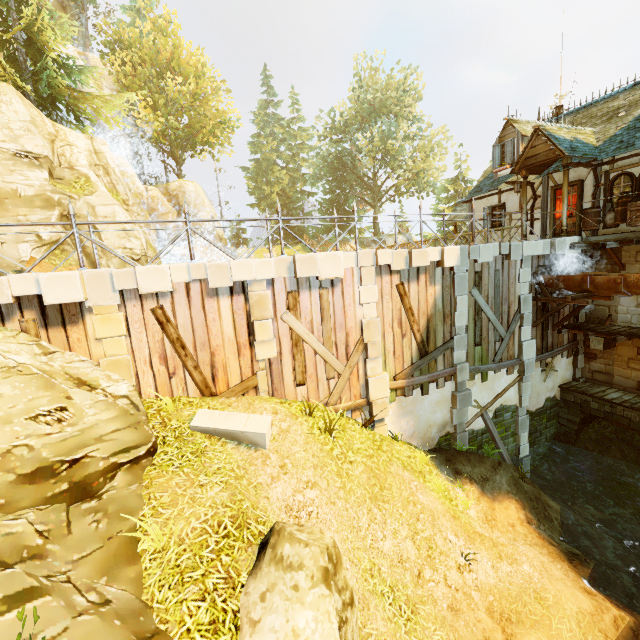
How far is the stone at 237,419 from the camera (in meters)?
6.99

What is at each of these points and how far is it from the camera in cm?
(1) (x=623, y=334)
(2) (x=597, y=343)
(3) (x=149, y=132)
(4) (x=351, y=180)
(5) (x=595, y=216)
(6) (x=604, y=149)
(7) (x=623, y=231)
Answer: (1) wooden platform, 1129
(2) building, 1252
(3) tree, 2597
(4) tree, 4069
(5) barrel, 1188
(6) building, 1220
(7) building, 1191

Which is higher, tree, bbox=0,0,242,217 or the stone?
tree, bbox=0,0,242,217

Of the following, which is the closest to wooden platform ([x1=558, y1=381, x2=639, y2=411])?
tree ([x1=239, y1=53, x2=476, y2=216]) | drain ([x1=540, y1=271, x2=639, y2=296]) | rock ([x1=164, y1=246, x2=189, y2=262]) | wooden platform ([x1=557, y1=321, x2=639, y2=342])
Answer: wooden platform ([x1=557, y1=321, x2=639, y2=342])

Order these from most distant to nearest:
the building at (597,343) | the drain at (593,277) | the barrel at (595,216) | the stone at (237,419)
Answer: the building at (597,343) → the barrel at (595,216) → the drain at (593,277) → the stone at (237,419)

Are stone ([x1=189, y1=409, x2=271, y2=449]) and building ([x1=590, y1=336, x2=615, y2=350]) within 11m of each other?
no

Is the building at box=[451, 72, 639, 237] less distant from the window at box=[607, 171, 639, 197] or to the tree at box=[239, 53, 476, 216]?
the window at box=[607, 171, 639, 197]

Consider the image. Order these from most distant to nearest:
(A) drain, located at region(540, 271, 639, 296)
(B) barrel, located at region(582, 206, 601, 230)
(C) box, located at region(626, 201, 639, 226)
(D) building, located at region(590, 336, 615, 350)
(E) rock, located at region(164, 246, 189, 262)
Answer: (E) rock, located at region(164, 246, 189, 262)
(D) building, located at region(590, 336, 615, 350)
(B) barrel, located at region(582, 206, 601, 230)
(C) box, located at region(626, 201, 639, 226)
(A) drain, located at region(540, 271, 639, 296)
